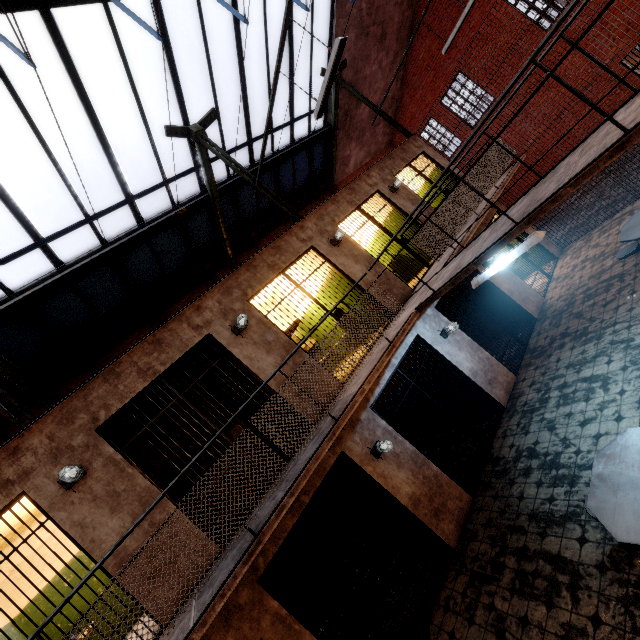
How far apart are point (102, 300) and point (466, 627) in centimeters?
941cm

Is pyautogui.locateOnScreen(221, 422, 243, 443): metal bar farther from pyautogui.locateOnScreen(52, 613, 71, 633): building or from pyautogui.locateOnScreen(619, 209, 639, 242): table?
pyautogui.locateOnScreen(619, 209, 639, 242): table

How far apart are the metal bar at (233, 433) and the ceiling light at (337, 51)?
4.1 meters

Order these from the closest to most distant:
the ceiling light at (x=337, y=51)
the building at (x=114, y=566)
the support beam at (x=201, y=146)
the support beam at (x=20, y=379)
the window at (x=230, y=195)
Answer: the building at (x=114, y=566) < the ceiling light at (x=337, y=51) < the support beam at (x=201, y=146) < the support beam at (x=20, y=379) < the window at (x=230, y=195)

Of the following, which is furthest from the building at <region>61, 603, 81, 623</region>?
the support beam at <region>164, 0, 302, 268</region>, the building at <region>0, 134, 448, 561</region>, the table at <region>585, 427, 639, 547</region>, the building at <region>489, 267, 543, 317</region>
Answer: the table at <region>585, 427, 639, 547</region>

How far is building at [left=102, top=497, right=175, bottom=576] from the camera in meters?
3.9

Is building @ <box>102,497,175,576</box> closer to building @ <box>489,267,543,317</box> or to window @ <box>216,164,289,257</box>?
building @ <box>489,267,543,317</box>

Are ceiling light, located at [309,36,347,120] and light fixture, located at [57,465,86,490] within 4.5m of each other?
no
